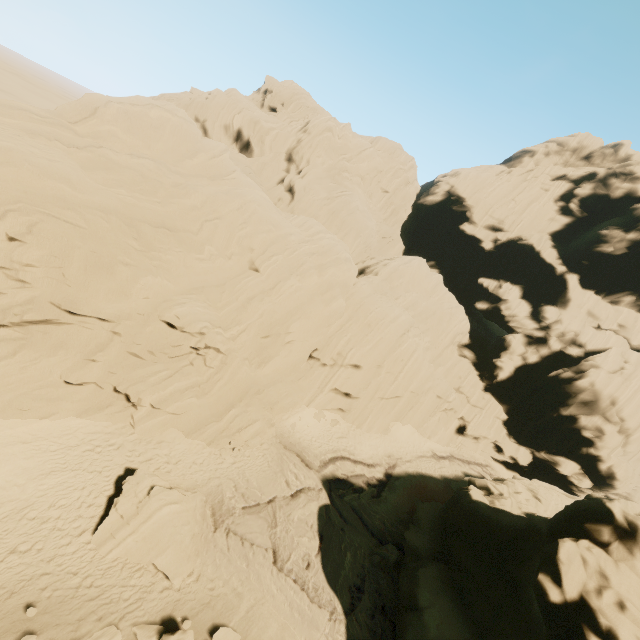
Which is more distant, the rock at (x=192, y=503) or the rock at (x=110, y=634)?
the rock at (x=192, y=503)

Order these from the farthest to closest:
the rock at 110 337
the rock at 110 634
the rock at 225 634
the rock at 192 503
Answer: the rock at 110 337 → the rock at 192 503 → the rock at 225 634 → the rock at 110 634

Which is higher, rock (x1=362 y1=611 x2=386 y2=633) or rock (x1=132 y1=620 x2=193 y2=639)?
rock (x1=132 y1=620 x2=193 y2=639)

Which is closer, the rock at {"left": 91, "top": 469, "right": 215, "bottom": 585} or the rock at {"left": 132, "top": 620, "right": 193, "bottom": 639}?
the rock at {"left": 132, "top": 620, "right": 193, "bottom": 639}

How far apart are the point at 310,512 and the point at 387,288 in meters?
21.8

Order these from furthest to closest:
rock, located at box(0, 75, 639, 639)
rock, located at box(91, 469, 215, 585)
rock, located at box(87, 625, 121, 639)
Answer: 1. rock, located at box(0, 75, 639, 639)
2. rock, located at box(91, 469, 215, 585)
3. rock, located at box(87, 625, 121, 639)
